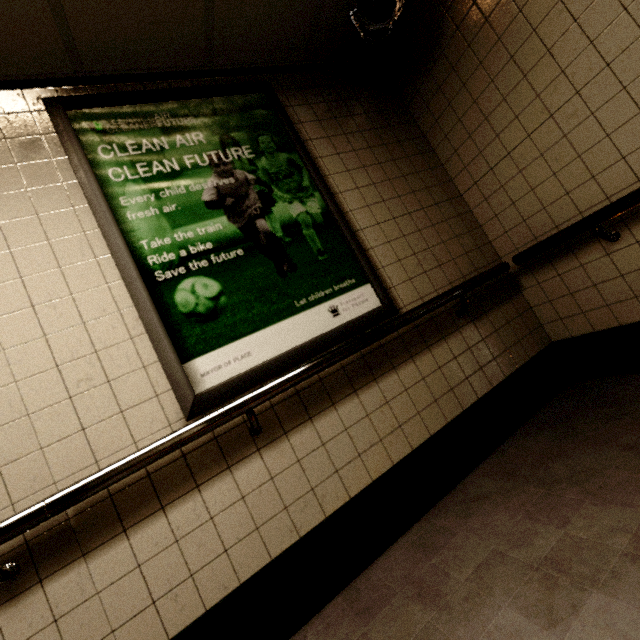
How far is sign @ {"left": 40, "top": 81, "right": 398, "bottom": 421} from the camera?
1.5 meters

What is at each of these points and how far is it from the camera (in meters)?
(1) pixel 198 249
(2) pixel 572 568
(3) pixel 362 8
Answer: (1) sign, 1.67
(2) building, 1.08
(3) loudspeaker, 1.95

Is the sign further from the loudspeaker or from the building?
the loudspeaker

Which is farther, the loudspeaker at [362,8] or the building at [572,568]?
the loudspeaker at [362,8]

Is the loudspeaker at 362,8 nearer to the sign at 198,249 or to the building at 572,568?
the building at 572,568

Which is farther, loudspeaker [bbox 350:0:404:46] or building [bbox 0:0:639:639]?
loudspeaker [bbox 350:0:404:46]

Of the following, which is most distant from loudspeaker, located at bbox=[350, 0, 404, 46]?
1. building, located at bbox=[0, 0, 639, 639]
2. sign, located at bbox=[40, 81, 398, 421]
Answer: sign, located at bbox=[40, 81, 398, 421]
